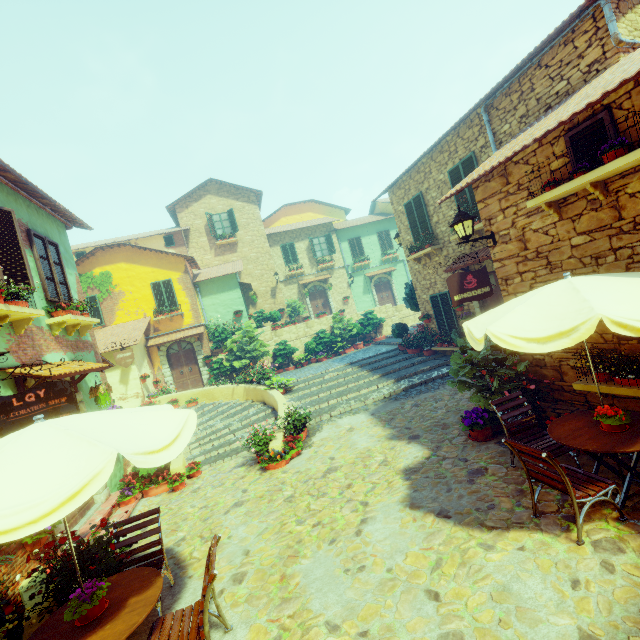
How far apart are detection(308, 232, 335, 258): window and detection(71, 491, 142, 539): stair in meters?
19.1

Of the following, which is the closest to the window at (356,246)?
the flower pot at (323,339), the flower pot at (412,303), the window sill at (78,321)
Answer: the flower pot at (323,339)

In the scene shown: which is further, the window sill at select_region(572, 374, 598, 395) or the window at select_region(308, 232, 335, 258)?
the window at select_region(308, 232, 335, 258)

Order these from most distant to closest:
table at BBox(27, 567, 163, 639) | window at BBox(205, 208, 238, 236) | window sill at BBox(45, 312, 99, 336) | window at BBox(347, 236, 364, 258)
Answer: window at BBox(347, 236, 364, 258)
window at BBox(205, 208, 238, 236)
window sill at BBox(45, 312, 99, 336)
table at BBox(27, 567, 163, 639)

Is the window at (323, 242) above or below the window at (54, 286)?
above

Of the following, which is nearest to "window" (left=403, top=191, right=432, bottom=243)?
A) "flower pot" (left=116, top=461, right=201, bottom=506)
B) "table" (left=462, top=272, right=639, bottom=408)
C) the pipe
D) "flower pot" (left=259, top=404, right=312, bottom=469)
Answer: the pipe

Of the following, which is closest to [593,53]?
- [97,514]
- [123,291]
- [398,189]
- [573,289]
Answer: [573,289]

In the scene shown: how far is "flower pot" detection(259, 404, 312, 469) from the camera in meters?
7.5
